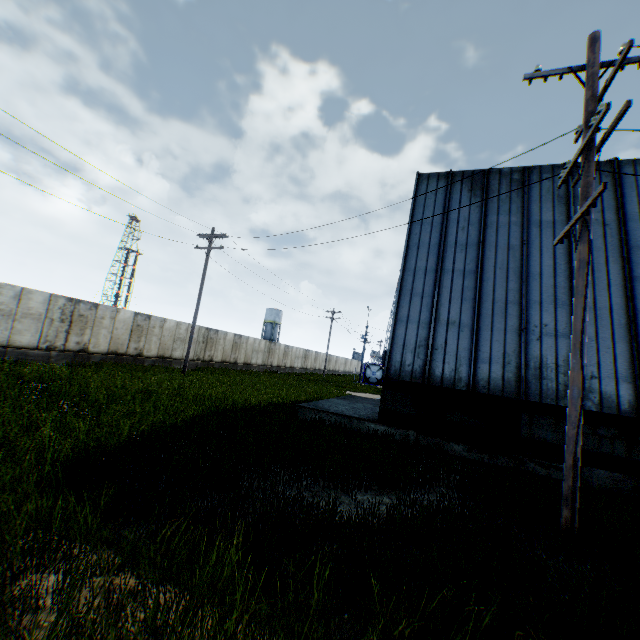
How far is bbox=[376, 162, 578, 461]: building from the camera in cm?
1009

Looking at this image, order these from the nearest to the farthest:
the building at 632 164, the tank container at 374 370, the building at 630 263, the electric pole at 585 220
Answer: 1. the electric pole at 585 220
2. the building at 630 263
3. the building at 632 164
4. the tank container at 374 370

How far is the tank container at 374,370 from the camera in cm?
4478

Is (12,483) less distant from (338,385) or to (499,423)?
(499,423)

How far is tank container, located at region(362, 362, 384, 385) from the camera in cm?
4478

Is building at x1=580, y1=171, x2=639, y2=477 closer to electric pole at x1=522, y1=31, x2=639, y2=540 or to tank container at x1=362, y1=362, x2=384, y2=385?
electric pole at x1=522, y1=31, x2=639, y2=540

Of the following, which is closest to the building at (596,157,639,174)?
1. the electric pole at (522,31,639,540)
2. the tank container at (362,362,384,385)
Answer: the electric pole at (522,31,639,540)

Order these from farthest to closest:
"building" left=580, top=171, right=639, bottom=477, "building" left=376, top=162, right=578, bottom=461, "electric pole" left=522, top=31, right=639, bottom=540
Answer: "building" left=376, top=162, right=578, bottom=461 < "building" left=580, top=171, right=639, bottom=477 < "electric pole" left=522, top=31, right=639, bottom=540
